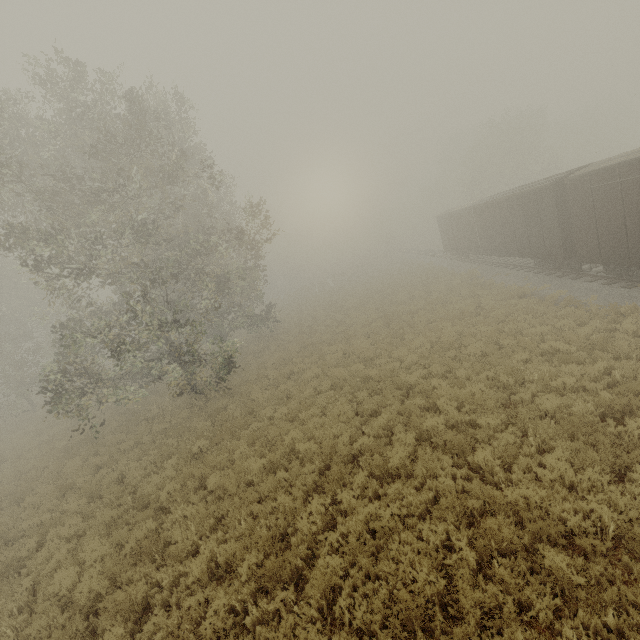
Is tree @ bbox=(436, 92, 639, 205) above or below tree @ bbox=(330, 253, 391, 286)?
above

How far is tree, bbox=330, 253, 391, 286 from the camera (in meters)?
48.72

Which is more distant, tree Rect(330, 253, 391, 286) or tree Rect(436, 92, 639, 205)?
tree Rect(330, 253, 391, 286)

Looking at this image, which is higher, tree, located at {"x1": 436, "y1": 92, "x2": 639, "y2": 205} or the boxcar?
tree, located at {"x1": 436, "y1": 92, "x2": 639, "y2": 205}

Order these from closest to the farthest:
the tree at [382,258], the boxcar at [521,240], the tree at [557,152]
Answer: the boxcar at [521,240], the tree at [557,152], the tree at [382,258]

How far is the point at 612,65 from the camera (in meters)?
18.47

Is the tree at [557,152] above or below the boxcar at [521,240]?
above

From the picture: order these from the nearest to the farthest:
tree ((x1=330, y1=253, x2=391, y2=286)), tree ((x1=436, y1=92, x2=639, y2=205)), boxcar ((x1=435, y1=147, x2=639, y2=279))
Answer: boxcar ((x1=435, y1=147, x2=639, y2=279)), tree ((x1=436, y1=92, x2=639, y2=205)), tree ((x1=330, y1=253, x2=391, y2=286))
